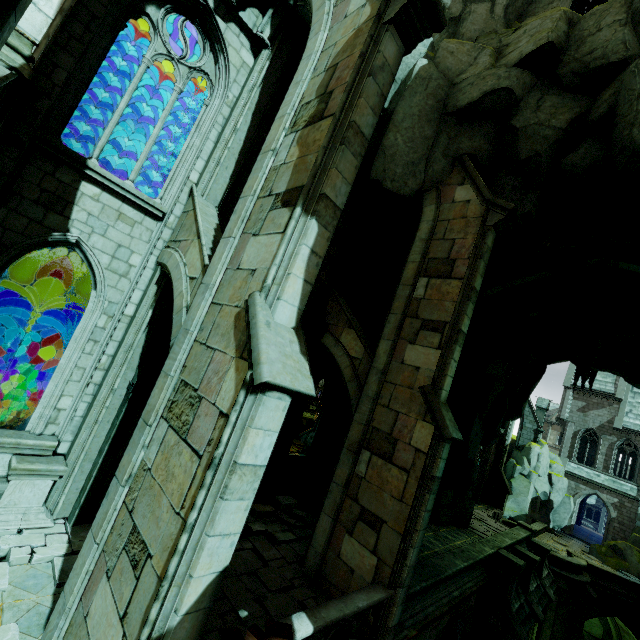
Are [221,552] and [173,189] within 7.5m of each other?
no

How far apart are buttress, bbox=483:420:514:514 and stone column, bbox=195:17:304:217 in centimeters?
2896cm

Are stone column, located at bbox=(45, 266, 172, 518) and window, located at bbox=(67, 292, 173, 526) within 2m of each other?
yes

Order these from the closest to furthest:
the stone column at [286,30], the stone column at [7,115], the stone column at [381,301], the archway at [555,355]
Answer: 1. the stone column at [7,115]
2. the stone column at [286,30]
3. the stone column at [381,301]
4. the archway at [555,355]

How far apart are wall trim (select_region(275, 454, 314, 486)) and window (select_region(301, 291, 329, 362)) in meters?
1.0

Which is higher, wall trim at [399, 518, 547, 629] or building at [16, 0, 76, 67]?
building at [16, 0, 76, 67]

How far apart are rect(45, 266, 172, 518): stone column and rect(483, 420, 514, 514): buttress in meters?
29.5

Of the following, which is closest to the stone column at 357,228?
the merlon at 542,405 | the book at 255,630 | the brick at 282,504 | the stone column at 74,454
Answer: the brick at 282,504
